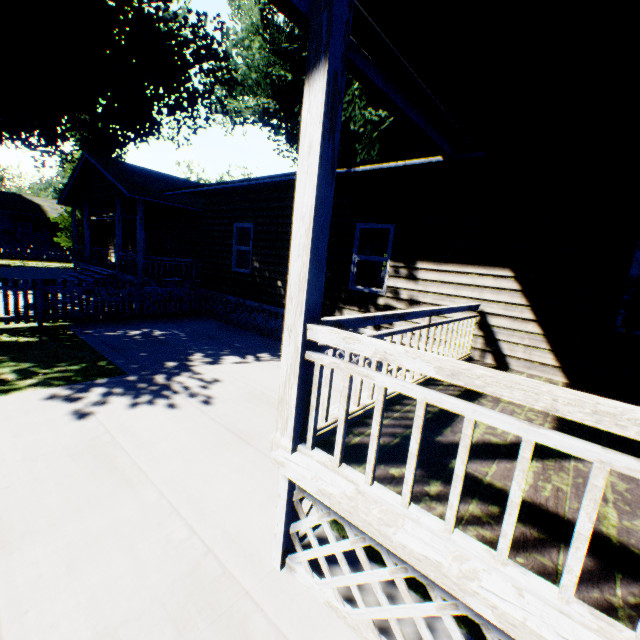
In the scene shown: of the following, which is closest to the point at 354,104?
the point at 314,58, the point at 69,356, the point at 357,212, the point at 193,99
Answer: the point at 193,99

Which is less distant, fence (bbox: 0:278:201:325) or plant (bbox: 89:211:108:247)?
fence (bbox: 0:278:201:325)

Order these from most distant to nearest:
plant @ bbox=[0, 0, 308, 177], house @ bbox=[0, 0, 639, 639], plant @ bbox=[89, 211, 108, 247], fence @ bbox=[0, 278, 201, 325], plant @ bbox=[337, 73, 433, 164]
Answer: plant @ bbox=[89, 211, 108, 247] → plant @ bbox=[337, 73, 433, 164] → plant @ bbox=[0, 0, 308, 177] → fence @ bbox=[0, 278, 201, 325] → house @ bbox=[0, 0, 639, 639]

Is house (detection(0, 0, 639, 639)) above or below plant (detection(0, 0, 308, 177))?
below

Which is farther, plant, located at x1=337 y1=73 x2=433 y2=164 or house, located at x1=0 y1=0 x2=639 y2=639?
plant, located at x1=337 y1=73 x2=433 y2=164

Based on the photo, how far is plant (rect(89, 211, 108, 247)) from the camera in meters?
31.0 m

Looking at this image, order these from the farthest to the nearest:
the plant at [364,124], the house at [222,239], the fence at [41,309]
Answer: the plant at [364,124] < the fence at [41,309] < the house at [222,239]

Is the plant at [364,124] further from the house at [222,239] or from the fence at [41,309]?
the fence at [41,309]
